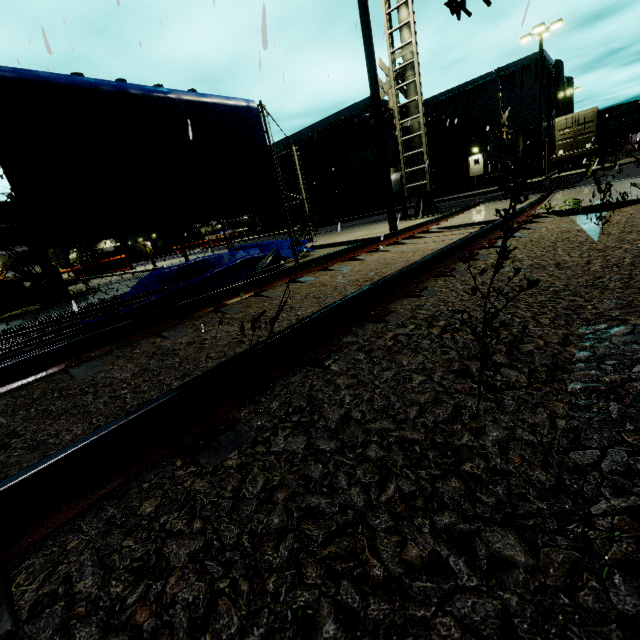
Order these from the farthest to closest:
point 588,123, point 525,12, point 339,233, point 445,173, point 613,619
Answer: point 445,173, point 588,123, point 339,233, point 525,12, point 613,619

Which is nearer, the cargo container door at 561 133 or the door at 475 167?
the cargo container door at 561 133

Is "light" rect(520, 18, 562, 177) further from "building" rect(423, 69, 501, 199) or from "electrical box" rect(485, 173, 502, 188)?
"building" rect(423, 69, 501, 199)

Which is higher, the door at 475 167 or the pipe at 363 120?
the pipe at 363 120

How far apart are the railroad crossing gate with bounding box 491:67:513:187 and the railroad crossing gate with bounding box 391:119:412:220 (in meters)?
13.63

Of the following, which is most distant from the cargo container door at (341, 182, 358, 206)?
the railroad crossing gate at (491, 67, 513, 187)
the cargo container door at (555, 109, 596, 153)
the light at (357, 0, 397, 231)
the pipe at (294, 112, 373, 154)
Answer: the light at (357, 0, 397, 231)

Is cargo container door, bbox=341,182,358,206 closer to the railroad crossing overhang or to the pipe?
the pipe

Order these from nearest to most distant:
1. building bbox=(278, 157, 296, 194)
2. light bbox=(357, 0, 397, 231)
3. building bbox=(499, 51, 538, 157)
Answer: light bbox=(357, 0, 397, 231) < building bbox=(278, 157, 296, 194) < building bbox=(499, 51, 538, 157)
